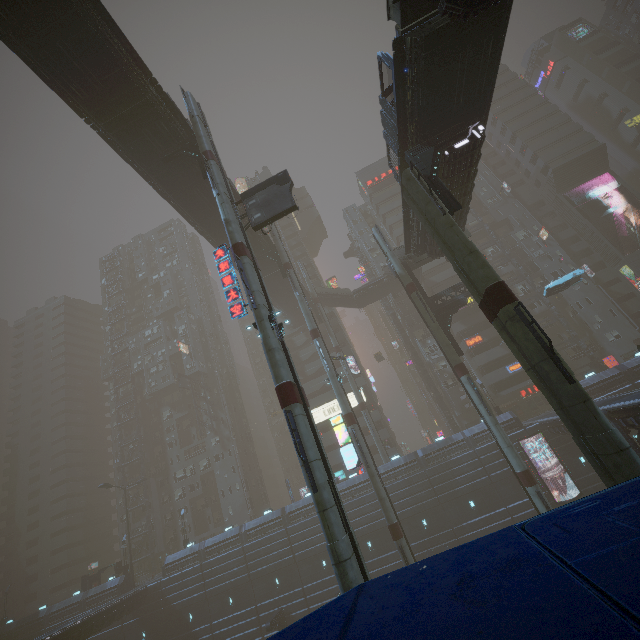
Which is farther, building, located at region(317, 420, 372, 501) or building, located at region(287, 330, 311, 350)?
building, located at region(287, 330, 311, 350)

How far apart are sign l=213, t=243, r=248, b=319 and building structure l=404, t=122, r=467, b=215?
11.9m

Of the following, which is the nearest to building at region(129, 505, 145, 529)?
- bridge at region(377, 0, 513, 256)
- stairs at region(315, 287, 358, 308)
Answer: bridge at region(377, 0, 513, 256)

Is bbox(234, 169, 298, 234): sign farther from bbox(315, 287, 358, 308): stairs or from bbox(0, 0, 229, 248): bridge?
bbox(315, 287, 358, 308): stairs

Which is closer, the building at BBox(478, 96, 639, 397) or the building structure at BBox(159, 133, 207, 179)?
the building structure at BBox(159, 133, 207, 179)

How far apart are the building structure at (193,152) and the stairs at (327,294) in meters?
31.3 m

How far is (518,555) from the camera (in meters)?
1.21

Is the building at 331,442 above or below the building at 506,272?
below
